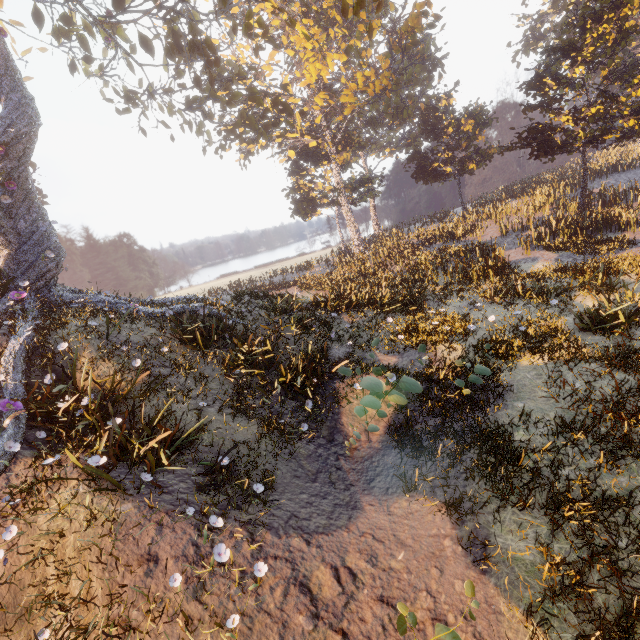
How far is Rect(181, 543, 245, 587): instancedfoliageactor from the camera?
4.6 meters

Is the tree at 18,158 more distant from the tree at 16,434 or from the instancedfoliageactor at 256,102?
the instancedfoliageactor at 256,102

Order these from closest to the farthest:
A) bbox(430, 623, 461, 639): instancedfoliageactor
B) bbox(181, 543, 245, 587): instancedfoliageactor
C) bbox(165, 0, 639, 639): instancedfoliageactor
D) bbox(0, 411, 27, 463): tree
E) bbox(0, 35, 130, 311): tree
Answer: bbox(430, 623, 461, 639): instancedfoliageactor < bbox(181, 543, 245, 587): instancedfoliageactor < bbox(0, 411, 27, 463): tree < bbox(165, 0, 639, 639): instancedfoliageactor < bbox(0, 35, 130, 311): tree

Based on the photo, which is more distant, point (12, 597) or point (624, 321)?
point (624, 321)

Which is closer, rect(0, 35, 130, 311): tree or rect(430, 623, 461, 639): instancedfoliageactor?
rect(430, 623, 461, 639): instancedfoliageactor

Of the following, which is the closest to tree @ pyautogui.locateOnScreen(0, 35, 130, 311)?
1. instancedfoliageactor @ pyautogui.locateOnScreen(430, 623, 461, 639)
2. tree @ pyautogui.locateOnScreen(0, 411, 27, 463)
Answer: tree @ pyautogui.locateOnScreen(0, 411, 27, 463)

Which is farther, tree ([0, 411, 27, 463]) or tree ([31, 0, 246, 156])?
tree ([31, 0, 246, 156])

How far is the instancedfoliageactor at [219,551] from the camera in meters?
4.6 m
